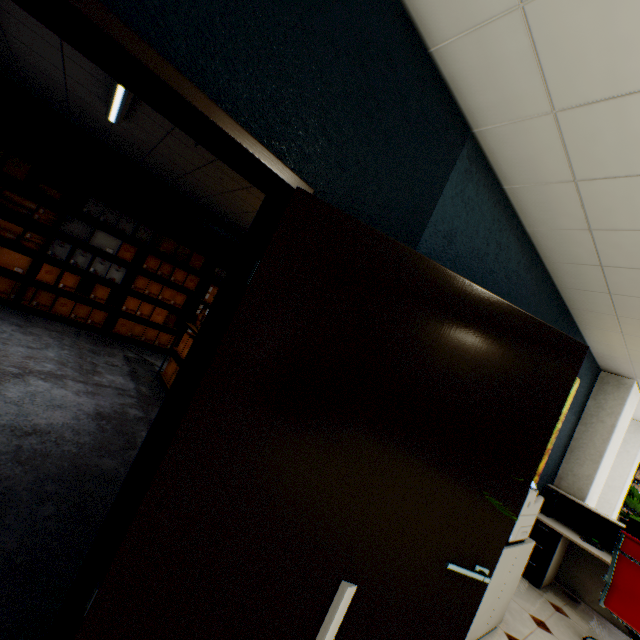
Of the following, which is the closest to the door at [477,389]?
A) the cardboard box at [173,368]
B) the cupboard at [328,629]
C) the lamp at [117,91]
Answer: the cupboard at [328,629]

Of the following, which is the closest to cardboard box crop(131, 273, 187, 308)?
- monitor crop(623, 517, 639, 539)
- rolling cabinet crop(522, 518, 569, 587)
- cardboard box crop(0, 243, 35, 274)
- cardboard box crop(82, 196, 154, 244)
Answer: cardboard box crop(82, 196, 154, 244)

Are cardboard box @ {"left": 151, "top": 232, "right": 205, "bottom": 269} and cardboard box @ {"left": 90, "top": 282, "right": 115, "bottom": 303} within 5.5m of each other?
yes

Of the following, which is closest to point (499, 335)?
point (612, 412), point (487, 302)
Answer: point (487, 302)

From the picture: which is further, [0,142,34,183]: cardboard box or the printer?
[0,142,34,183]: cardboard box

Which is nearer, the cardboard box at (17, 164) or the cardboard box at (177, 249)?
the cardboard box at (17, 164)

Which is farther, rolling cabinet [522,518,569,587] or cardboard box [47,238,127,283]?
cardboard box [47,238,127,283]

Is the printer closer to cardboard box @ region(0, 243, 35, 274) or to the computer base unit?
the computer base unit
